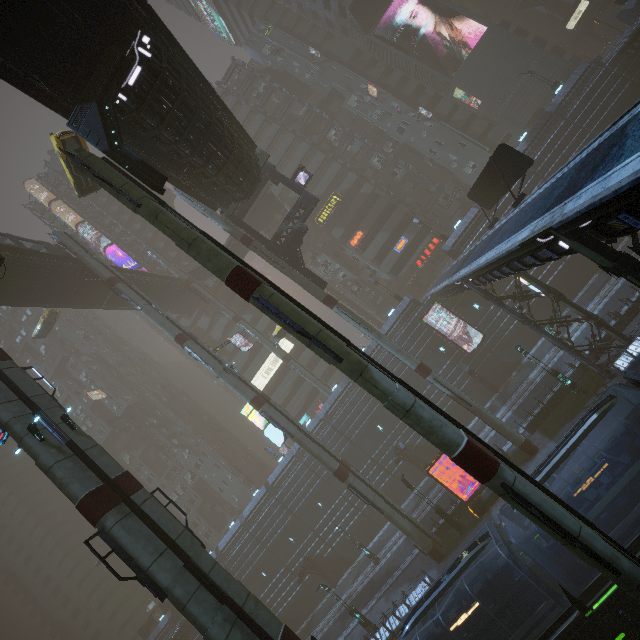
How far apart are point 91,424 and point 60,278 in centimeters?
4135cm

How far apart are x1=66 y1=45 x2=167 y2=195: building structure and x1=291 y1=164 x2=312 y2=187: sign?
16.3m

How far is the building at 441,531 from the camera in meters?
26.1 m

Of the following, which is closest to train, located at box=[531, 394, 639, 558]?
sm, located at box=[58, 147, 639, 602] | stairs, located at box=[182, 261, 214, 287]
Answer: sm, located at box=[58, 147, 639, 602]

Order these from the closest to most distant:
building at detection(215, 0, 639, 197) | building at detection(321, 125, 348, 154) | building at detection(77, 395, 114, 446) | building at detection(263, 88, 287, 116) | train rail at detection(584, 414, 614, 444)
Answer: train rail at detection(584, 414, 614, 444), building at detection(215, 0, 639, 197), building at detection(321, 125, 348, 154), building at detection(263, 88, 287, 116), building at detection(77, 395, 114, 446)

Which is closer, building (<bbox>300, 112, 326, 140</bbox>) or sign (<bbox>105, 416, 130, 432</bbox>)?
building (<bbox>300, 112, 326, 140</bbox>)

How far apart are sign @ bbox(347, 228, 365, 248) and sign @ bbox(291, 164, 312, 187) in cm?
2016

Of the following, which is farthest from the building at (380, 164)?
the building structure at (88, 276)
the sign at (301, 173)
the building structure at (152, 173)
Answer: the building structure at (88, 276)
